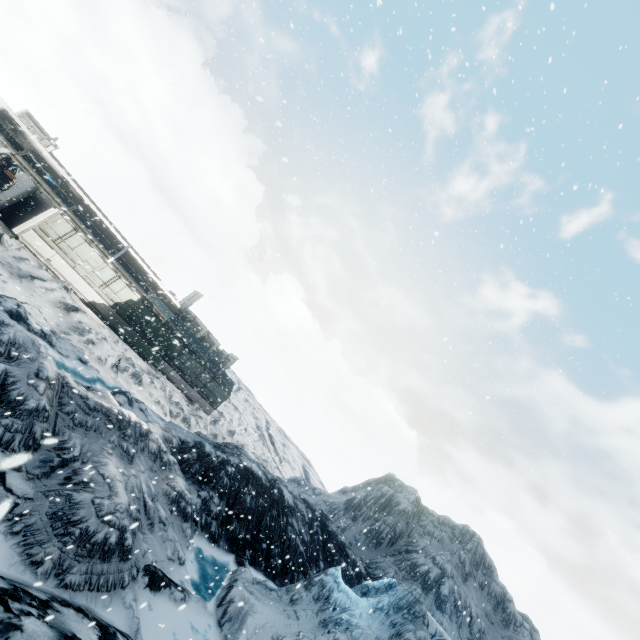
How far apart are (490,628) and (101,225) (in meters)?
44.09
